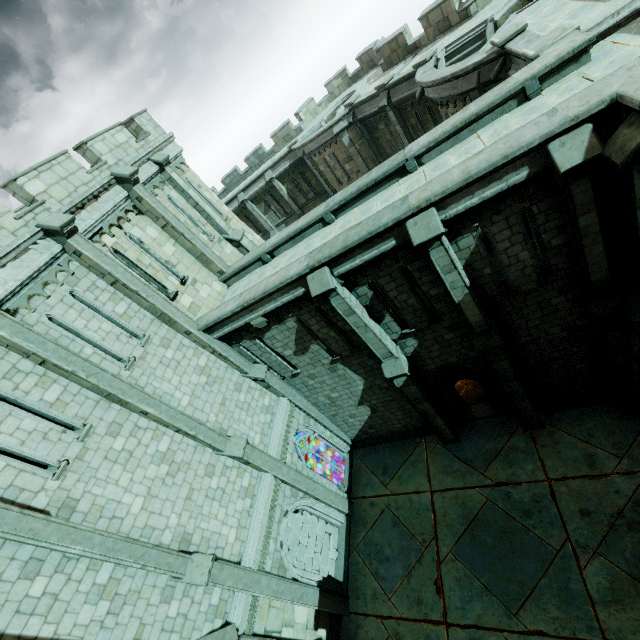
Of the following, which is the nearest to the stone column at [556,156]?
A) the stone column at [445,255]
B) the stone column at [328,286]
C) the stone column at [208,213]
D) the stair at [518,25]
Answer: the stone column at [445,255]

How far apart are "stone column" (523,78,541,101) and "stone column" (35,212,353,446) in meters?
12.1

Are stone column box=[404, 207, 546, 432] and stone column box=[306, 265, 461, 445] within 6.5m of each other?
yes

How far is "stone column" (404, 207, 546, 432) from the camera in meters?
7.8

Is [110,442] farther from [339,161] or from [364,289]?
[339,161]

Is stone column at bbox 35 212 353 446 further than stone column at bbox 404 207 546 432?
Yes

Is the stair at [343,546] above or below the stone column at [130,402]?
below

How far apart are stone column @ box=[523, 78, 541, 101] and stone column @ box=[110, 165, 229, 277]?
11.8 meters
